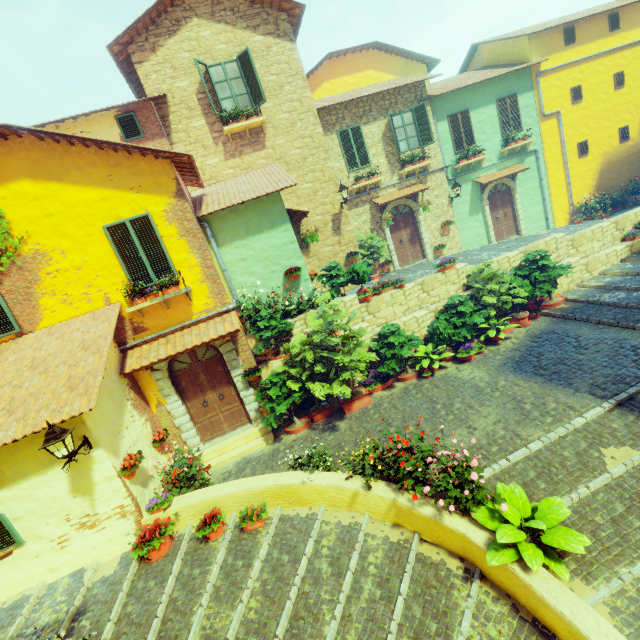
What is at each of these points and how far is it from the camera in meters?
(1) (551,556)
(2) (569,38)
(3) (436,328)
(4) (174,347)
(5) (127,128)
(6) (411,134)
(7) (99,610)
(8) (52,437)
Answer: (1) flower pot, 4.1
(2) window, 14.8
(3) potted tree, 9.7
(4) door eaves, 8.0
(5) window, 9.6
(6) window, 14.0
(7) stair, 5.3
(8) street light, 5.0

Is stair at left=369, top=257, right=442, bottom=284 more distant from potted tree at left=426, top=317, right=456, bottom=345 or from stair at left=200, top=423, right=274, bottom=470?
potted tree at left=426, top=317, right=456, bottom=345

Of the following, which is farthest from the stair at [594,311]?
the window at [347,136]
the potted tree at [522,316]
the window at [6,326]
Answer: the window at [347,136]

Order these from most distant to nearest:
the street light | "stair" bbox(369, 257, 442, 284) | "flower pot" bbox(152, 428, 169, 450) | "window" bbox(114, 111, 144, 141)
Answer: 1. "stair" bbox(369, 257, 442, 284)
2. "window" bbox(114, 111, 144, 141)
3. "flower pot" bbox(152, 428, 169, 450)
4. the street light

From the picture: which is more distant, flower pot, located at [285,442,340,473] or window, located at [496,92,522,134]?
window, located at [496,92,522,134]

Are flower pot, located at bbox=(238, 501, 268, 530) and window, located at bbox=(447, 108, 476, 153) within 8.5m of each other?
no

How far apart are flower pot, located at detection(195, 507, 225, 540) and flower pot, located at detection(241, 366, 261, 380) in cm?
325

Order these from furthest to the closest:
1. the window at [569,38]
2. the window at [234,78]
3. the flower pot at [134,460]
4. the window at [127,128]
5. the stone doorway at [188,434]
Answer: the window at [569,38], the window at [234,78], the window at [127,128], the stone doorway at [188,434], the flower pot at [134,460]
